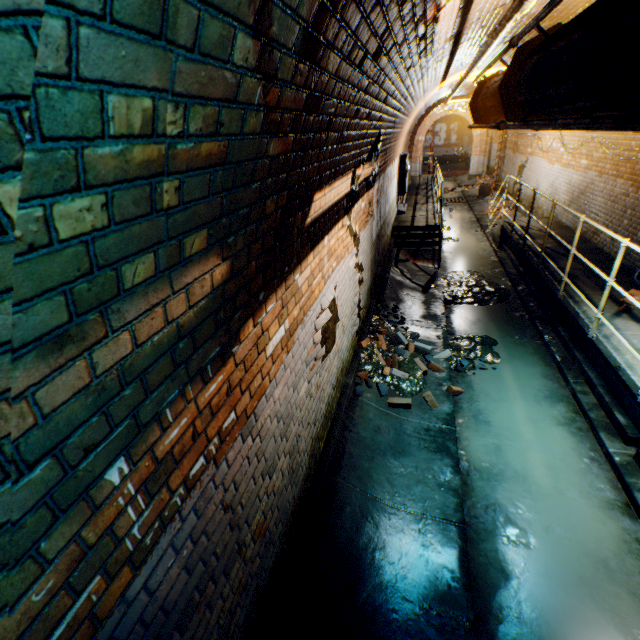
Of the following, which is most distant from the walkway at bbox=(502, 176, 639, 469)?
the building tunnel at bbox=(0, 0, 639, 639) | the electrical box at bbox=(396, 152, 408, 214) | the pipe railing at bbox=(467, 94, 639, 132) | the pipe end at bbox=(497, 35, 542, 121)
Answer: the electrical box at bbox=(396, 152, 408, 214)

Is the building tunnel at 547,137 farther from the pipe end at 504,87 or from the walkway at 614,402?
the pipe end at 504,87

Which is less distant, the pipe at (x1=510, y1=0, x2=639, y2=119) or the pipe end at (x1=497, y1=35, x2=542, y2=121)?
the pipe at (x1=510, y1=0, x2=639, y2=119)

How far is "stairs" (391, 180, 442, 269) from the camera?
9.07m

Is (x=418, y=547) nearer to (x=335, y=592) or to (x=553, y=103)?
(x=335, y=592)

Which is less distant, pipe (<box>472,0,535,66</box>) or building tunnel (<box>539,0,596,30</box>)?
pipe (<box>472,0,535,66</box>)

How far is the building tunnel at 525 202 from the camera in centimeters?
1145cm

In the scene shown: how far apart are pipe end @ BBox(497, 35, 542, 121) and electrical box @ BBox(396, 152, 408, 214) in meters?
9.1
